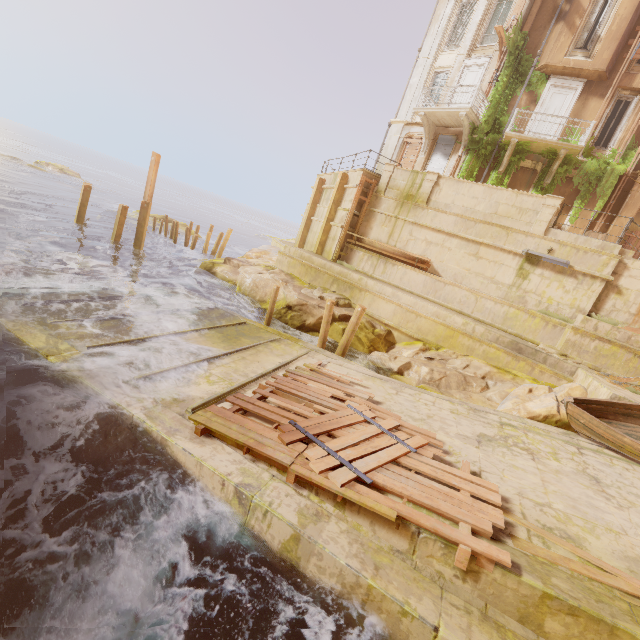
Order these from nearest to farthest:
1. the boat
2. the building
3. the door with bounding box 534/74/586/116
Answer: the boat → the building → the door with bounding box 534/74/586/116

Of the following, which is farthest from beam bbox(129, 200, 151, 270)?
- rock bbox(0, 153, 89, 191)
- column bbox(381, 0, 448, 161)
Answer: rock bbox(0, 153, 89, 191)

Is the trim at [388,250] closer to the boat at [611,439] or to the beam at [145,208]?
the boat at [611,439]

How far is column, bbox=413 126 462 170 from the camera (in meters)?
19.05

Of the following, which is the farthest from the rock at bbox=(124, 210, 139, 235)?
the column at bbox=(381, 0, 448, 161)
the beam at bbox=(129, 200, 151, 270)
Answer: the column at bbox=(381, 0, 448, 161)

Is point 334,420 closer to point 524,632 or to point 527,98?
point 524,632

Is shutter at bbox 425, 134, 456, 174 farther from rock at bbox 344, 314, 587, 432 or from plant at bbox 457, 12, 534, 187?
rock at bbox 344, 314, 587, 432

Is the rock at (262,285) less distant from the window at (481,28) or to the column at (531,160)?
the column at (531,160)
